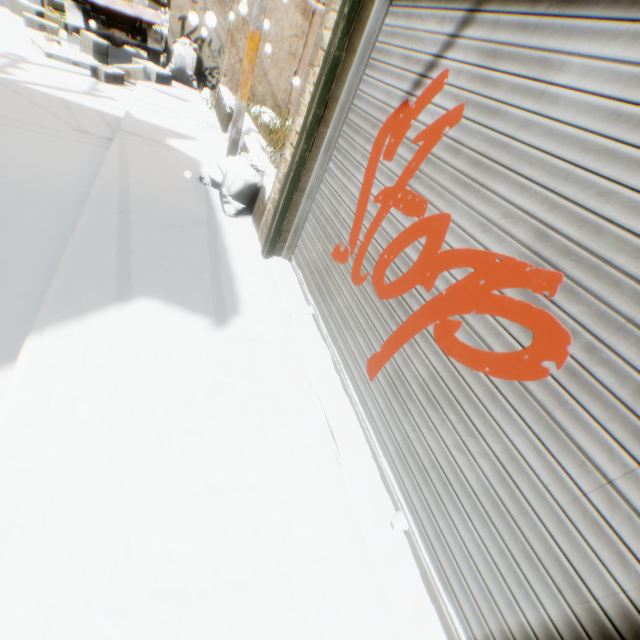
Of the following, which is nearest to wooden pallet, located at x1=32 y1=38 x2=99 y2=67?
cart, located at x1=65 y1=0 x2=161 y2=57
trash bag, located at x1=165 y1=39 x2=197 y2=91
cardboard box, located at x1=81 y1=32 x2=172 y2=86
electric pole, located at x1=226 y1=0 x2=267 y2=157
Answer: cardboard box, located at x1=81 y1=32 x2=172 y2=86

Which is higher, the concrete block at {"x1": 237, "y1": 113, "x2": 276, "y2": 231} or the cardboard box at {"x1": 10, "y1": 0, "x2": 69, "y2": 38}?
the concrete block at {"x1": 237, "y1": 113, "x2": 276, "y2": 231}

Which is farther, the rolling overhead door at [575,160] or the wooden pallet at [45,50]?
the wooden pallet at [45,50]

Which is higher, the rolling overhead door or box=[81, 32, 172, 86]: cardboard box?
the rolling overhead door

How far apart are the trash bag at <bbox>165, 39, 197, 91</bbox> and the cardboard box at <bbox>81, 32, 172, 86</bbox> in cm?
25

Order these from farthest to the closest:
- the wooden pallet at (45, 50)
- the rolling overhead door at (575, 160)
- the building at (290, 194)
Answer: the wooden pallet at (45, 50) → the building at (290, 194) → the rolling overhead door at (575, 160)

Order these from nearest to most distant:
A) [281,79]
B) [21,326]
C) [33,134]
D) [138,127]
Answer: [21,326] < [33,134] < [138,127] < [281,79]

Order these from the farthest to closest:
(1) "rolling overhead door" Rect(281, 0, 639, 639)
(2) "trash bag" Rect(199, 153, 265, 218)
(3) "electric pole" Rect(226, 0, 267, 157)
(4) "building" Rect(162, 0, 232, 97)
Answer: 1. (4) "building" Rect(162, 0, 232, 97)
2. (3) "electric pole" Rect(226, 0, 267, 157)
3. (2) "trash bag" Rect(199, 153, 265, 218)
4. (1) "rolling overhead door" Rect(281, 0, 639, 639)
